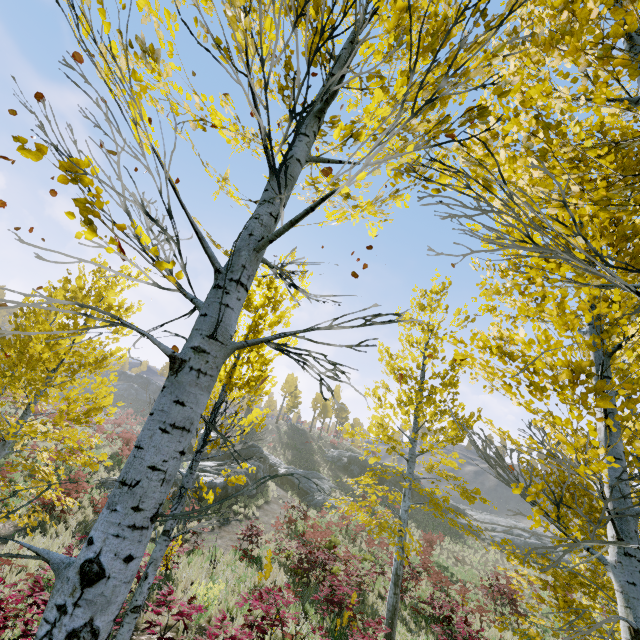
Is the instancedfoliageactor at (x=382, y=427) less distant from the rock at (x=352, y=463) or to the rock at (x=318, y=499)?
the rock at (x=318, y=499)

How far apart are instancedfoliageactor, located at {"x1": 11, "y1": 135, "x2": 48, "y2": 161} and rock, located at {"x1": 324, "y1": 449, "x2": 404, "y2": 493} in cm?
4403

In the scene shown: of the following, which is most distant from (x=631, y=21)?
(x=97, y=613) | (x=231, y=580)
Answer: (x=231, y=580)

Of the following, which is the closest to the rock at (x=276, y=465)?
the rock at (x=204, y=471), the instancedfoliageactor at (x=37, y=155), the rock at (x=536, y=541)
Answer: the rock at (x=204, y=471)

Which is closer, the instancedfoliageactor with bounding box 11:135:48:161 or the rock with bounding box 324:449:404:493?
the instancedfoliageactor with bounding box 11:135:48:161

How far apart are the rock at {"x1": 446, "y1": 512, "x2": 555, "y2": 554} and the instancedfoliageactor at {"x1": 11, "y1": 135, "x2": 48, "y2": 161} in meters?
43.5

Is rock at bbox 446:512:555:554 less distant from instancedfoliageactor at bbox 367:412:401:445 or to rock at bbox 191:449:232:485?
rock at bbox 191:449:232:485

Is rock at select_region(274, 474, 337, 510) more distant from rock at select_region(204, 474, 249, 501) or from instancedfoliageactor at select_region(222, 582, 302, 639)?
instancedfoliageactor at select_region(222, 582, 302, 639)
